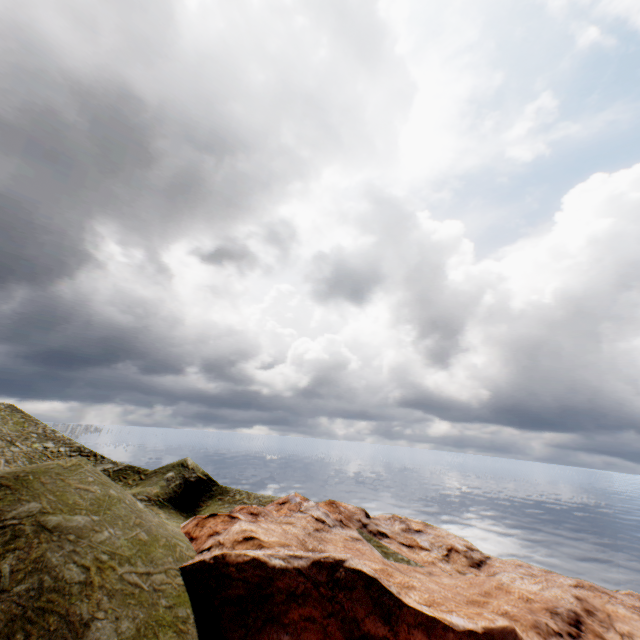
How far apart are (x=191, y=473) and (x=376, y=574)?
26.8m
